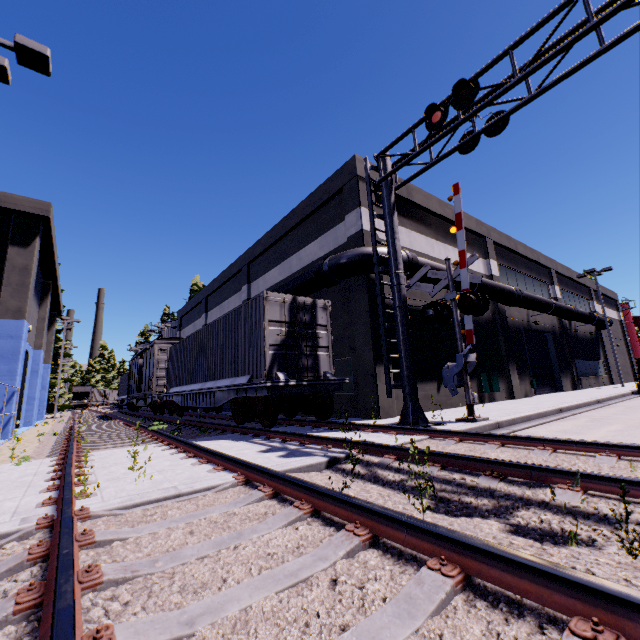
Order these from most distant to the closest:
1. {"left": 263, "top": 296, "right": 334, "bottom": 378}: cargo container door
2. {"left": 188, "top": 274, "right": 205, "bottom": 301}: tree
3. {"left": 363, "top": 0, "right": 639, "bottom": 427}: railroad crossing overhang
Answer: {"left": 188, "top": 274, "right": 205, "bottom": 301}: tree
{"left": 263, "top": 296, "right": 334, "bottom": 378}: cargo container door
{"left": 363, "top": 0, "right": 639, "bottom": 427}: railroad crossing overhang

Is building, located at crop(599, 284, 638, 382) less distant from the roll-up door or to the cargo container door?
the roll-up door

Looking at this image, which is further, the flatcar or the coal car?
the coal car

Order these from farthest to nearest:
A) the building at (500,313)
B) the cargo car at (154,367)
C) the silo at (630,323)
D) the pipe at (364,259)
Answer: the silo at (630,323), the cargo car at (154,367), the building at (500,313), the pipe at (364,259)

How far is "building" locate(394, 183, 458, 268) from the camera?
15.3m

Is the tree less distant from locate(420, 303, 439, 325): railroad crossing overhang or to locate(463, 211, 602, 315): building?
locate(463, 211, 602, 315): building

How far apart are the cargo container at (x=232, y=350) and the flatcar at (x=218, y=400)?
0.01m

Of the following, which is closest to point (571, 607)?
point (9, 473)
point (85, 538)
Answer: point (85, 538)
